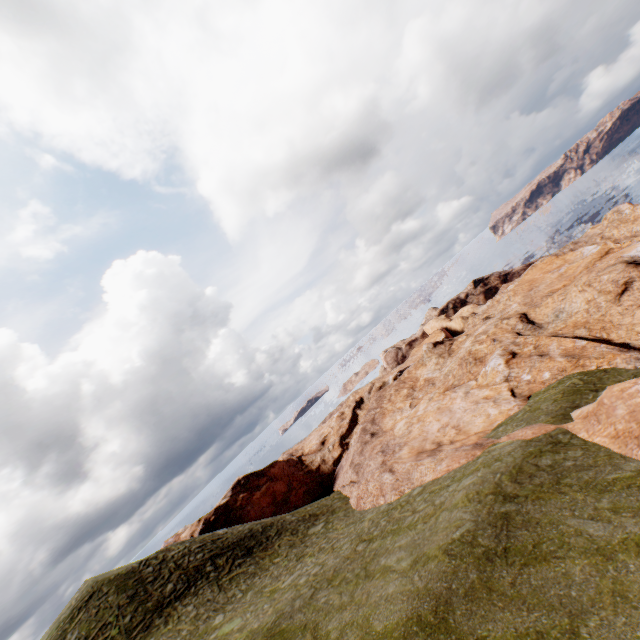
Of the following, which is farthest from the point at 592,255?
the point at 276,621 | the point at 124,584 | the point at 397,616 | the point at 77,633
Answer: the point at 77,633
